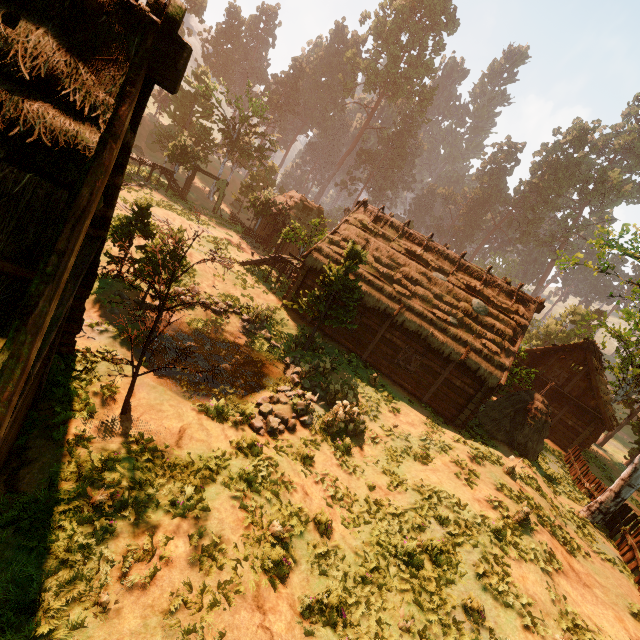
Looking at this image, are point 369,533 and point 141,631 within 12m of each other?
yes

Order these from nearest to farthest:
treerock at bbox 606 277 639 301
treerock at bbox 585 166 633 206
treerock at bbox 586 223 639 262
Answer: treerock at bbox 606 277 639 301 < treerock at bbox 586 223 639 262 < treerock at bbox 585 166 633 206

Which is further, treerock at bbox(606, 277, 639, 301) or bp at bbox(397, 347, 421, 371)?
bp at bbox(397, 347, 421, 371)

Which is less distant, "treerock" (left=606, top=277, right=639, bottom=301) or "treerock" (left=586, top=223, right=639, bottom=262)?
"treerock" (left=606, top=277, right=639, bottom=301)

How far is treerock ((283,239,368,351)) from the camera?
15.34m

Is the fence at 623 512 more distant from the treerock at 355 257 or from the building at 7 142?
the building at 7 142

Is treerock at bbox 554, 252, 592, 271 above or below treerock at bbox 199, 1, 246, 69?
below

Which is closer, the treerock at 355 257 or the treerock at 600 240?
the treerock at 600 240
